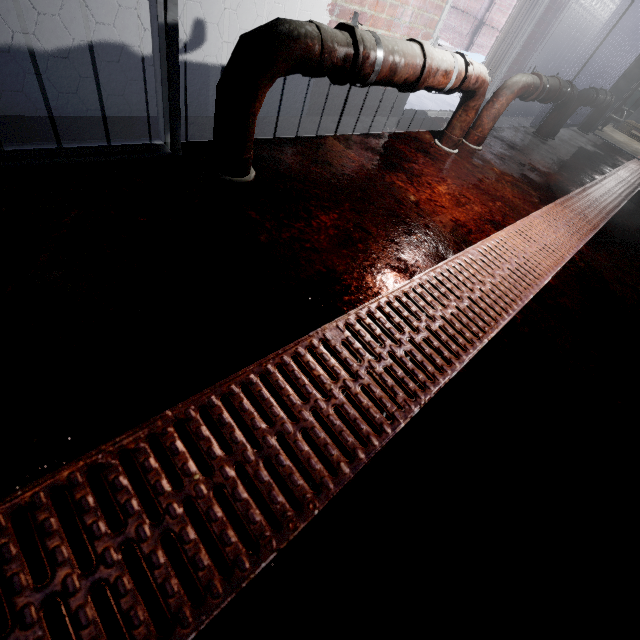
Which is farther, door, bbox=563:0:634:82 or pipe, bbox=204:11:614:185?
door, bbox=563:0:634:82

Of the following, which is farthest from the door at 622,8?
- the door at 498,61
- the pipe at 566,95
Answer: the pipe at 566,95

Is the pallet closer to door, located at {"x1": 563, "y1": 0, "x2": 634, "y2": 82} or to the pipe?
door, located at {"x1": 563, "y1": 0, "x2": 634, "y2": 82}

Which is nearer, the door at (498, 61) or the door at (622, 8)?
the door at (498, 61)

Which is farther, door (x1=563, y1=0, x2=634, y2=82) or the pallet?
the pallet

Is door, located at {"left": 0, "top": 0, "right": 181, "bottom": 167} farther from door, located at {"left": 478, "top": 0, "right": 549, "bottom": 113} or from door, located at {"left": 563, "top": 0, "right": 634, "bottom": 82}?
door, located at {"left": 563, "top": 0, "right": 634, "bottom": 82}

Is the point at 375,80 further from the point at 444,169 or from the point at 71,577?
the point at 71,577

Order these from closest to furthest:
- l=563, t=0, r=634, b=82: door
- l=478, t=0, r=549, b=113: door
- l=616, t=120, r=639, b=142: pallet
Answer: l=478, t=0, r=549, b=113: door < l=563, t=0, r=634, b=82: door < l=616, t=120, r=639, b=142: pallet
